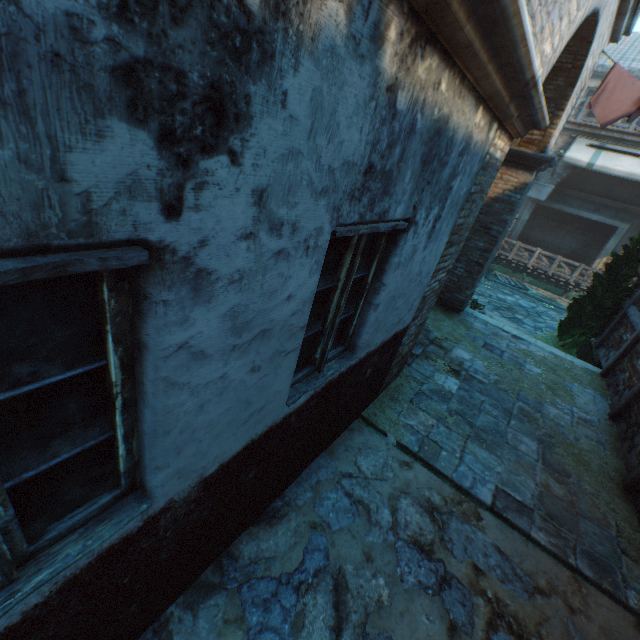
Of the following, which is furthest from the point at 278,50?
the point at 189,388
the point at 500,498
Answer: the point at 500,498

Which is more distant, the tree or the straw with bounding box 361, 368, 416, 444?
the tree

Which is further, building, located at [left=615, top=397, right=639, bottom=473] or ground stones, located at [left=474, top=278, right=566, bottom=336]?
ground stones, located at [left=474, top=278, right=566, bottom=336]

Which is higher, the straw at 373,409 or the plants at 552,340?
the straw at 373,409

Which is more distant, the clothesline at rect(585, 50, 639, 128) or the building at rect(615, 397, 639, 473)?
the clothesline at rect(585, 50, 639, 128)

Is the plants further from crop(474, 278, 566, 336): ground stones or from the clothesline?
the clothesline

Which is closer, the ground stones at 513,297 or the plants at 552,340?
the plants at 552,340

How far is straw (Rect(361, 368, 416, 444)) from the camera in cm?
445
